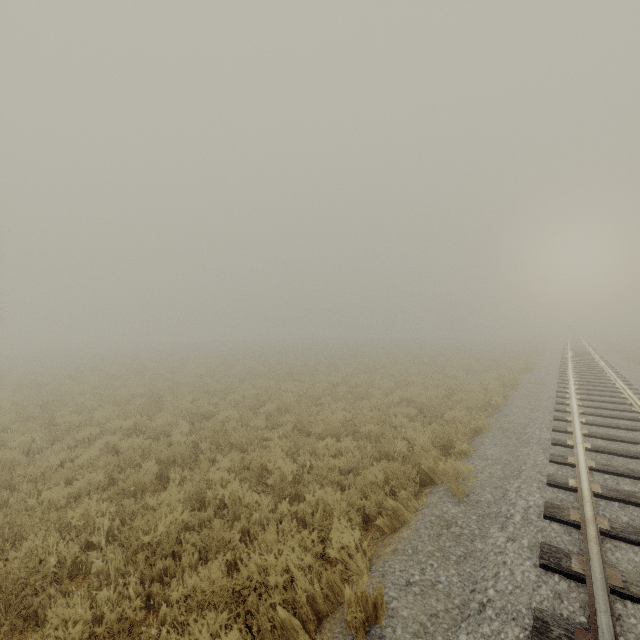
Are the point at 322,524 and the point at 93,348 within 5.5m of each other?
no
